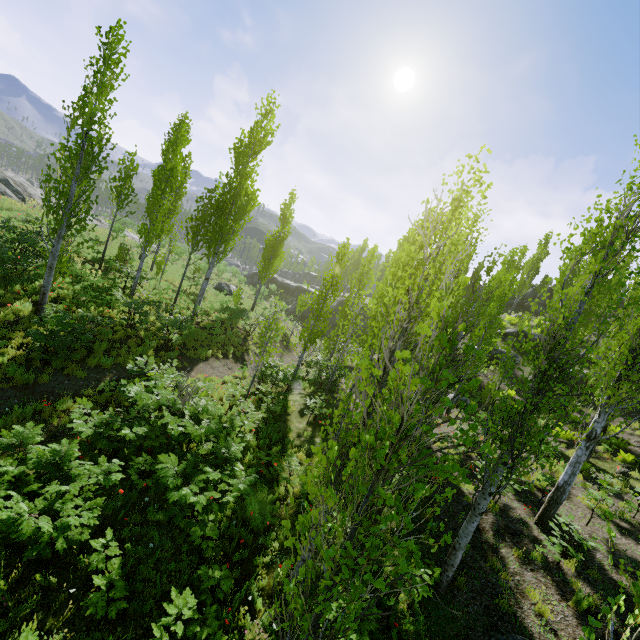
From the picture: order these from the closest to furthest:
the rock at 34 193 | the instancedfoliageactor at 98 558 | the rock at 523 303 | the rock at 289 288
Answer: the instancedfoliageactor at 98 558 → the rock at 34 193 → the rock at 289 288 → the rock at 523 303

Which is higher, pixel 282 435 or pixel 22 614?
pixel 282 435

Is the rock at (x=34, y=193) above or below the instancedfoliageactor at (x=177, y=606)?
above

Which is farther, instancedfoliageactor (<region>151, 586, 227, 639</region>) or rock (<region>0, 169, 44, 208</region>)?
rock (<region>0, 169, 44, 208</region>)

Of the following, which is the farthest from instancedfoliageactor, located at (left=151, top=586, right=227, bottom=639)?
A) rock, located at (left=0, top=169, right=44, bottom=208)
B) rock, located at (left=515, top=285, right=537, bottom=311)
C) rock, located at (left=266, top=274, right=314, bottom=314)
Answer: rock, located at (left=0, top=169, right=44, bottom=208)

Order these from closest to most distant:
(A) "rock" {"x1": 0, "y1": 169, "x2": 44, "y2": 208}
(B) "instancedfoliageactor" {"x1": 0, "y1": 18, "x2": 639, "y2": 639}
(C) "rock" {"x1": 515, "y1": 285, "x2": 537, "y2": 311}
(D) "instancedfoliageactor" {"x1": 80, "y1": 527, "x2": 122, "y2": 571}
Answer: Result: (B) "instancedfoliageactor" {"x1": 0, "y1": 18, "x2": 639, "y2": 639} < (D) "instancedfoliageactor" {"x1": 80, "y1": 527, "x2": 122, "y2": 571} < (A) "rock" {"x1": 0, "y1": 169, "x2": 44, "y2": 208} < (C) "rock" {"x1": 515, "y1": 285, "x2": 537, "y2": 311}
